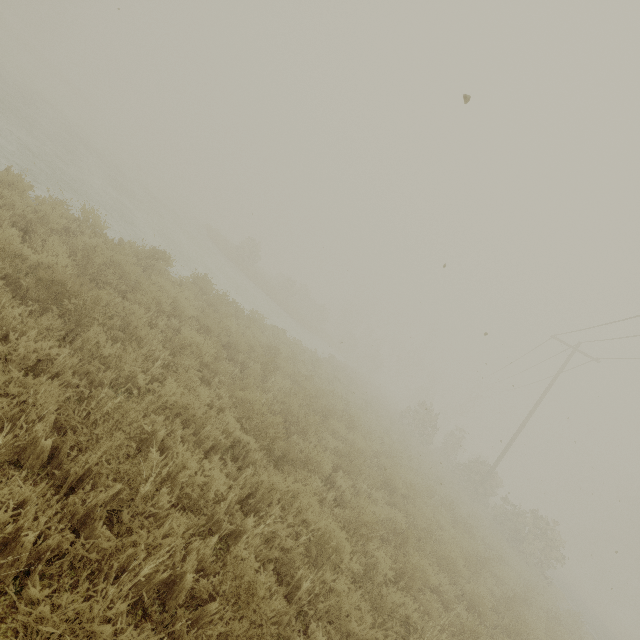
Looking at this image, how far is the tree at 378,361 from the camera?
42.6m

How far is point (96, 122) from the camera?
36.3m

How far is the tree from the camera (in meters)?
42.62
